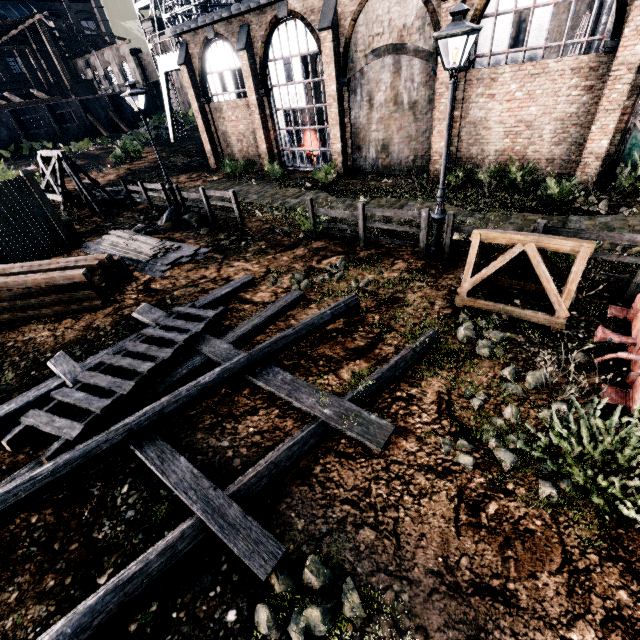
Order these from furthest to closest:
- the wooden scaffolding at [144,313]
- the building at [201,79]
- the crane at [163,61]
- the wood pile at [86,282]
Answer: the crane at [163,61] → the building at [201,79] → the wood pile at [86,282] → the wooden scaffolding at [144,313]

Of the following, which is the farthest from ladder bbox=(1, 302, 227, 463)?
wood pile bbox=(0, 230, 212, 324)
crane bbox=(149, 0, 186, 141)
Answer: crane bbox=(149, 0, 186, 141)

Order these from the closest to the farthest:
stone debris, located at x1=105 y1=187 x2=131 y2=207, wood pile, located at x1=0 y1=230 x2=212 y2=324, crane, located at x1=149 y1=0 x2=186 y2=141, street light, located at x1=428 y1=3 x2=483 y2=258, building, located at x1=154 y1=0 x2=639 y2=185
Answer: street light, located at x1=428 y1=3 x2=483 y2=258
wood pile, located at x1=0 y1=230 x2=212 y2=324
building, located at x1=154 y1=0 x2=639 y2=185
stone debris, located at x1=105 y1=187 x2=131 y2=207
crane, located at x1=149 y1=0 x2=186 y2=141

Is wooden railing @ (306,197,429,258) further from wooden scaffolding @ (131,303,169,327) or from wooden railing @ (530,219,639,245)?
wooden scaffolding @ (131,303,169,327)

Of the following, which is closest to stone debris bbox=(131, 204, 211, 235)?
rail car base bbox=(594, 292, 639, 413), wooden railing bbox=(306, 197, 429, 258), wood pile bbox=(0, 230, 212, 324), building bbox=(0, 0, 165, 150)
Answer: wood pile bbox=(0, 230, 212, 324)

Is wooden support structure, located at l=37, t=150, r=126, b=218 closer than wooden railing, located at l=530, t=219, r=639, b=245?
No

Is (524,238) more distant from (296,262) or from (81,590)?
(81,590)

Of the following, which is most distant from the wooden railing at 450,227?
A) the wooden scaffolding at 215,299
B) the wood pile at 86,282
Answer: the wood pile at 86,282
